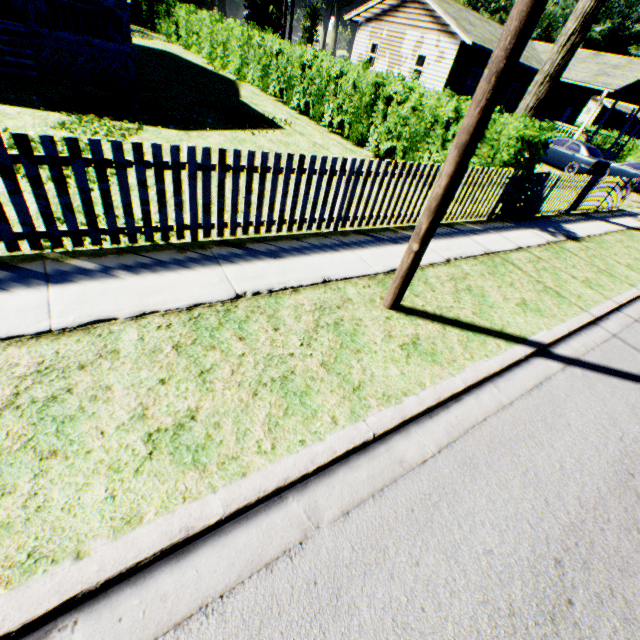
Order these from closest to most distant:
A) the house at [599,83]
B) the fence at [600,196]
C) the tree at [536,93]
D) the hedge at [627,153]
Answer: the fence at [600,196] → the tree at [536,93] → the house at [599,83] → the hedge at [627,153]

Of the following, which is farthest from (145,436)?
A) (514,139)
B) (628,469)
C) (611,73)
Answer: (611,73)

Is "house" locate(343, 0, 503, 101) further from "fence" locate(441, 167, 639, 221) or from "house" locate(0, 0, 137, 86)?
"house" locate(0, 0, 137, 86)

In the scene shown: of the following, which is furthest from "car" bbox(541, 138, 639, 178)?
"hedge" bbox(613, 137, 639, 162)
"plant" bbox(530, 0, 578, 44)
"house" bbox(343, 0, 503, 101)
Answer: "plant" bbox(530, 0, 578, 44)

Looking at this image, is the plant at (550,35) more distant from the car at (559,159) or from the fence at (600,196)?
the car at (559,159)

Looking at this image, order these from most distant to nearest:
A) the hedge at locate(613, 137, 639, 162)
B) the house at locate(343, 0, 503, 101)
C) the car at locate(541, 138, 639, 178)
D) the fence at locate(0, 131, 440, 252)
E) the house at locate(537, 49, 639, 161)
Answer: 1. the hedge at locate(613, 137, 639, 162)
2. the house at locate(537, 49, 639, 161)
3. the house at locate(343, 0, 503, 101)
4. the car at locate(541, 138, 639, 178)
5. the fence at locate(0, 131, 440, 252)

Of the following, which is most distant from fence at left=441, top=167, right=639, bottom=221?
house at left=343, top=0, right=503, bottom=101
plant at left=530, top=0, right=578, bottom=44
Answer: plant at left=530, top=0, right=578, bottom=44

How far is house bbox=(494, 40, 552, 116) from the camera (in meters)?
22.30
